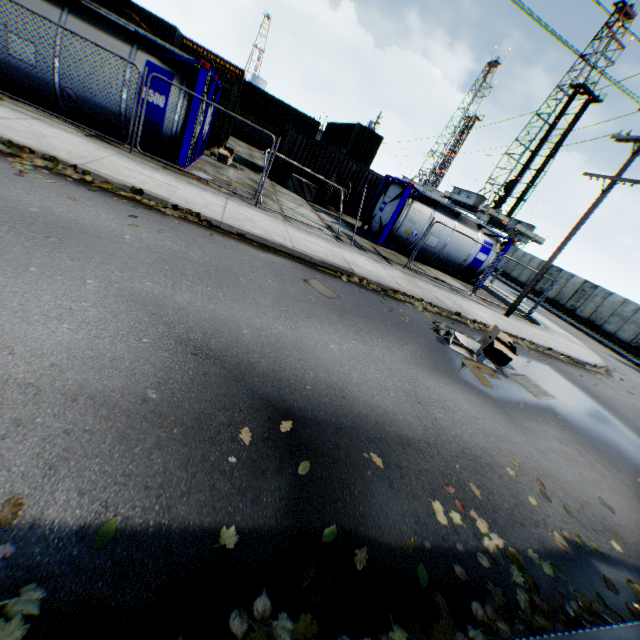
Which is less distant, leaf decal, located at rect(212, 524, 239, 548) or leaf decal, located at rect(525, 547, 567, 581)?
leaf decal, located at rect(212, 524, 239, 548)

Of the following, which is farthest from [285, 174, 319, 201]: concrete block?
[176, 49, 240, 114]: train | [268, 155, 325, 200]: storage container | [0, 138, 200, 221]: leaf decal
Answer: [0, 138, 200, 221]: leaf decal

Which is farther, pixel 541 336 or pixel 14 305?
pixel 541 336

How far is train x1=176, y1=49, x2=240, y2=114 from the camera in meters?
15.3 m

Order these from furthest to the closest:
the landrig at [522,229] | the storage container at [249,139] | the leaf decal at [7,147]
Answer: the landrig at [522,229] < the storage container at [249,139] < the leaf decal at [7,147]

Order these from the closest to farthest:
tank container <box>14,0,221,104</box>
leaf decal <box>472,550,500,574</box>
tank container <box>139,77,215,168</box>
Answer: leaf decal <box>472,550,500,574</box>, tank container <box>14,0,221,104</box>, tank container <box>139,77,215,168</box>

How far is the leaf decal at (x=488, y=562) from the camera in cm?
289

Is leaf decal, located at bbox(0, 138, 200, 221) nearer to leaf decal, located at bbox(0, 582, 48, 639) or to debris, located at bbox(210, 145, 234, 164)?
leaf decal, located at bbox(0, 582, 48, 639)
